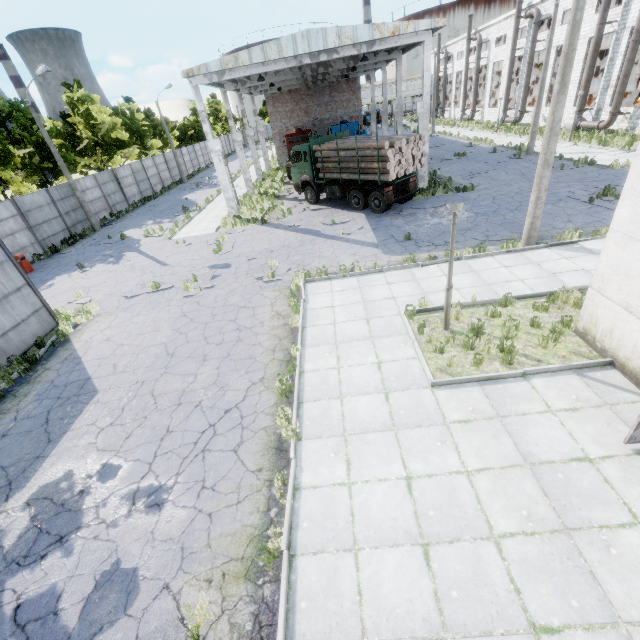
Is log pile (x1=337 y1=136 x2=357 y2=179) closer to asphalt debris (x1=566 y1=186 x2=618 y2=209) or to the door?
asphalt debris (x1=566 y1=186 x2=618 y2=209)

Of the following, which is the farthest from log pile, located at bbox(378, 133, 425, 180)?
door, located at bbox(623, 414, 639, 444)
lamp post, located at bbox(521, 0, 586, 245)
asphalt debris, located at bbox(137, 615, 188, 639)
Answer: asphalt debris, located at bbox(137, 615, 188, 639)

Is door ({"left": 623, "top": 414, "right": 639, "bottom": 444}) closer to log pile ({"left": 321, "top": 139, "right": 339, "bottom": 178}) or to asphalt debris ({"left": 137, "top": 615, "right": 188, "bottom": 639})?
asphalt debris ({"left": 137, "top": 615, "right": 188, "bottom": 639})

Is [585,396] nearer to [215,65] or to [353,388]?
[353,388]

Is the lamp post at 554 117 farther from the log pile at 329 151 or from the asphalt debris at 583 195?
the log pile at 329 151

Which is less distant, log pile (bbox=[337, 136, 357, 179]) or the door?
the door

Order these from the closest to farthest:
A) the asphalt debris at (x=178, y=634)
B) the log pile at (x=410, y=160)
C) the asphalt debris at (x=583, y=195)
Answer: the asphalt debris at (x=178, y=634), the asphalt debris at (x=583, y=195), the log pile at (x=410, y=160)

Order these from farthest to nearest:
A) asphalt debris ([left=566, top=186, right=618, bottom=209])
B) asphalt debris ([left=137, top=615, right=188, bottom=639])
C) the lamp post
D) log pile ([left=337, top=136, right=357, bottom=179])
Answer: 1. log pile ([left=337, top=136, right=357, bottom=179])
2. asphalt debris ([left=566, top=186, right=618, bottom=209])
3. the lamp post
4. asphalt debris ([left=137, top=615, right=188, bottom=639])
